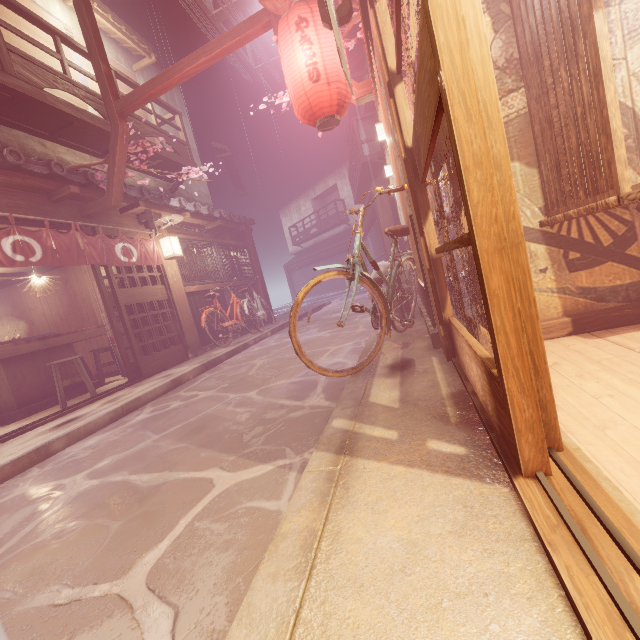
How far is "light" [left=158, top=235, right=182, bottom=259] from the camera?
12.27m

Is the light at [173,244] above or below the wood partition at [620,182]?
above

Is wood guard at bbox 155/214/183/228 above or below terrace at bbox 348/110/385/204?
below

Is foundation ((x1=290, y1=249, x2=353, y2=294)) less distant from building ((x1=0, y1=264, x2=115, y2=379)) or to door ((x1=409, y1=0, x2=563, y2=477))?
building ((x1=0, y1=264, x2=115, y2=379))

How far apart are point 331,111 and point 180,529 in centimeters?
707cm

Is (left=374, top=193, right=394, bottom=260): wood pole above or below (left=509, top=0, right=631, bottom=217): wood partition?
above

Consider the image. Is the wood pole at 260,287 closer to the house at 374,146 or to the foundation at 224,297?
the foundation at 224,297

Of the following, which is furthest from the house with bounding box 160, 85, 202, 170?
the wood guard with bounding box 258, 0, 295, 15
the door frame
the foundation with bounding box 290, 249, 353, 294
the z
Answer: the wood guard with bounding box 258, 0, 295, 15
